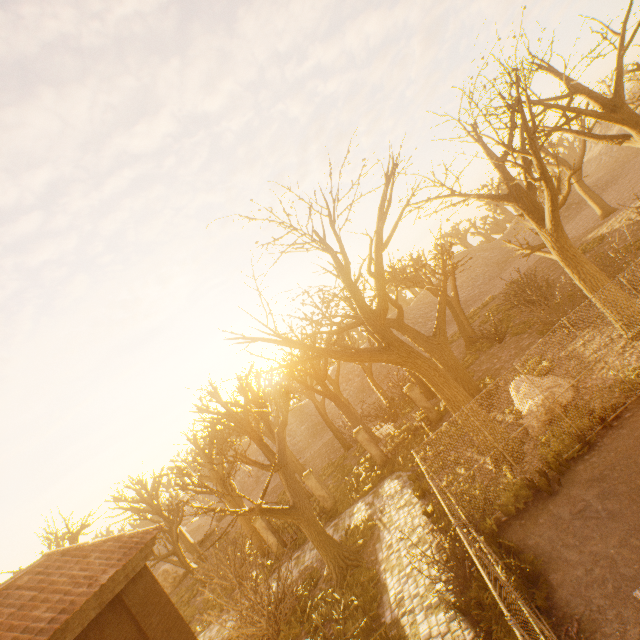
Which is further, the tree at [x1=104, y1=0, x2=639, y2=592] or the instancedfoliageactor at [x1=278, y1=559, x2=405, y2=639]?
the tree at [x1=104, y1=0, x2=639, y2=592]

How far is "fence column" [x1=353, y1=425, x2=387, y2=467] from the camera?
18.6 meters

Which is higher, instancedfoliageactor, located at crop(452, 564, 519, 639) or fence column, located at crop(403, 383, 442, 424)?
fence column, located at crop(403, 383, 442, 424)

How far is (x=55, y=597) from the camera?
7.0m

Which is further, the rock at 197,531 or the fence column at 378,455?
the rock at 197,531

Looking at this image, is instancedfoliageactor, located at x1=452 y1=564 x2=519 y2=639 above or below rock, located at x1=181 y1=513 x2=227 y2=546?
below

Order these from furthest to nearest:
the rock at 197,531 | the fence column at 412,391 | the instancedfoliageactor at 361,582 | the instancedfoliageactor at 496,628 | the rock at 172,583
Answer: the rock at 197,531
the rock at 172,583
the fence column at 412,391
the instancedfoliageactor at 361,582
the instancedfoliageactor at 496,628

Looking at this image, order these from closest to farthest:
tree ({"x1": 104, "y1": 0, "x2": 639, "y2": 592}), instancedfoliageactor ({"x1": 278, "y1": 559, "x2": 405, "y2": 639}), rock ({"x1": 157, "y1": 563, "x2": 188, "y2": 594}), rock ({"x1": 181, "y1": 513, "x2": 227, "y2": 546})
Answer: instancedfoliageactor ({"x1": 278, "y1": 559, "x2": 405, "y2": 639}) < tree ({"x1": 104, "y1": 0, "x2": 639, "y2": 592}) < rock ({"x1": 157, "y1": 563, "x2": 188, "y2": 594}) < rock ({"x1": 181, "y1": 513, "x2": 227, "y2": 546})
